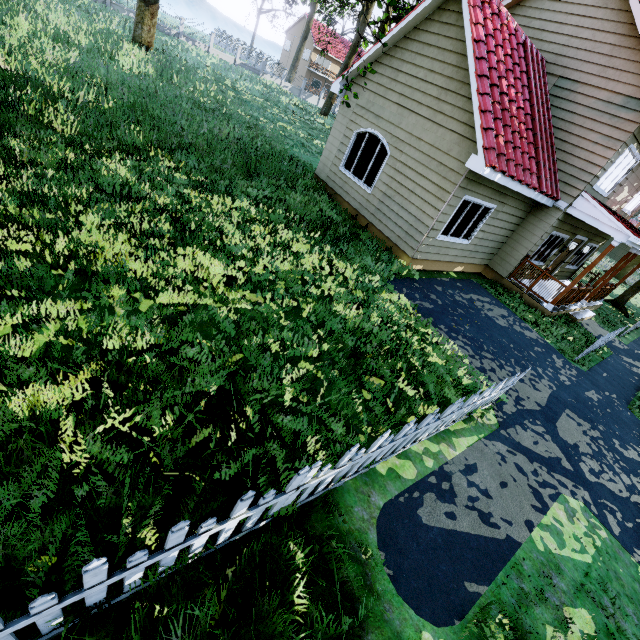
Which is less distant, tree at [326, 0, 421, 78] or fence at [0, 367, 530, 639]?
fence at [0, 367, 530, 639]

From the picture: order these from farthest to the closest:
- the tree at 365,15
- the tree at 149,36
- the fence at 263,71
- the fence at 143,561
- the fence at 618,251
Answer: the fence at 618,251, the fence at 263,71, the tree at 149,36, the tree at 365,15, the fence at 143,561

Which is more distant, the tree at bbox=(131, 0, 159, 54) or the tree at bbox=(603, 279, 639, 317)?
the tree at bbox=(603, 279, 639, 317)

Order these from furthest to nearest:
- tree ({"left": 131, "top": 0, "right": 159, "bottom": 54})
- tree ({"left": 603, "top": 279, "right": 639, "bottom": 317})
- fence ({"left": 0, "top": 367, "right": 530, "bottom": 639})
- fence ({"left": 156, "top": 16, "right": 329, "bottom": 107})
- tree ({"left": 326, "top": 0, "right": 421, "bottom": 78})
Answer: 1. fence ({"left": 156, "top": 16, "right": 329, "bottom": 107})
2. tree ({"left": 603, "top": 279, "right": 639, "bottom": 317})
3. tree ({"left": 131, "top": 0, "right": 159, "bottom": 54})
4. tree ({"left": 326, "top": 0, "right": 421, "bottom": 78})
5. fence ({"left": 0, "top": 367, "right": 530, "bottom": 639})

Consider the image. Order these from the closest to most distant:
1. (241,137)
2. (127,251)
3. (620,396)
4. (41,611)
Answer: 1. (41,611)
2. (127,251)
3. (620,396)
4. (241,137)

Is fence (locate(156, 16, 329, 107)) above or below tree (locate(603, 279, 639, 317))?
above

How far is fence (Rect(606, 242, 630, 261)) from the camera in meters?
45.1

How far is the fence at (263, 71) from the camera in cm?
3431
